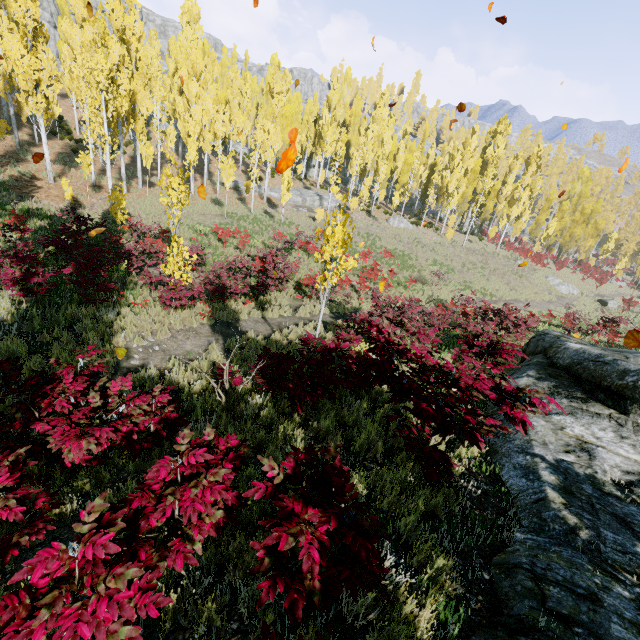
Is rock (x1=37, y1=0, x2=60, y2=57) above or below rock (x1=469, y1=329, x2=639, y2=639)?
above

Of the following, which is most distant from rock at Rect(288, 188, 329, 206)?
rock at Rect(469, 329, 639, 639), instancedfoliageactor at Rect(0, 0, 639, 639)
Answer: rock at Rect(469, 329, 639, 639)

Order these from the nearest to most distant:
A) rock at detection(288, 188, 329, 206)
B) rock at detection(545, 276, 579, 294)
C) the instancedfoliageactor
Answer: the instancedfoliageactor
rock at detection(545, 276, 579, 294)
rock at detection(288, 188, 329, 206)

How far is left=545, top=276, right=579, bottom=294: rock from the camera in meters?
35.4 m

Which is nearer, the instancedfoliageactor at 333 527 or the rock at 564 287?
the instancedfoliageactor at 333 527

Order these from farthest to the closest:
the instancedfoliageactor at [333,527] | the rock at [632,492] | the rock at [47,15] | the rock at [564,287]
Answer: the rock at [47,15]
the rock at [564,287]
the rock at [632,492]
the instancedfoliageactor at [333,527]

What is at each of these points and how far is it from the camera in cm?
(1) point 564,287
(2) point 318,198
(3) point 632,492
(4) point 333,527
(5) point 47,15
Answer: (1) rock, 3547
(2) rock, 3709
(3) rock, 412
(4) instancedfoliageactor, 196
(5) rock, 4753

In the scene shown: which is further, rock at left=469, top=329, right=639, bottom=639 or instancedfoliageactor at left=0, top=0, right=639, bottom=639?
rock at left=469, top=329, right=639, bottom=639
